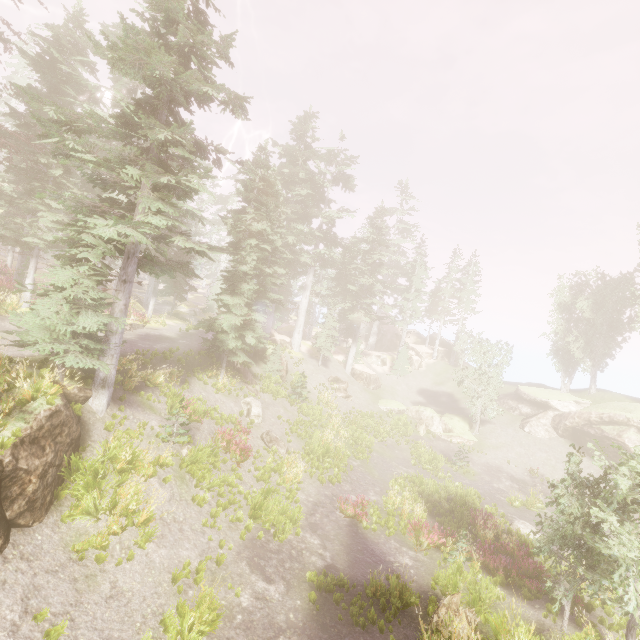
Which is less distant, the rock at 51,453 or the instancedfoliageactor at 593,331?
the rock at 51,453

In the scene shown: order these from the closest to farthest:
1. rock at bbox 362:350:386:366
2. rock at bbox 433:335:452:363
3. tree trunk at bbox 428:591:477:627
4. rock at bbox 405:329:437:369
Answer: tree trunk at bbox 428:591:477:627 → rock at bbox 362:350:386:366 → rock at bbox 405:329:437:369 → rock at bbox 433:335:452:363

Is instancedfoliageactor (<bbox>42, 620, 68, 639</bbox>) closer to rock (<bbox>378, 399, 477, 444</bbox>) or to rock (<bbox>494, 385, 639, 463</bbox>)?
rock (<bbox>494, 385, 639, 463</bbox>)

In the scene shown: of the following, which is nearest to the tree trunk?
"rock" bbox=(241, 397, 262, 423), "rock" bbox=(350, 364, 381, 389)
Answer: "rock" bbox=(241, 397, 262, 423)

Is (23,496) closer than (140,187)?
Yes

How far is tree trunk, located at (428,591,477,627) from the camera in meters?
9.4

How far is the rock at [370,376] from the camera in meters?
38.5 m

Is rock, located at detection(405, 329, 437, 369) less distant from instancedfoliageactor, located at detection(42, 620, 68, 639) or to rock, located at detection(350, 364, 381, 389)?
instancedfoliageactor, located at detection(42, 620, 68, 639)
